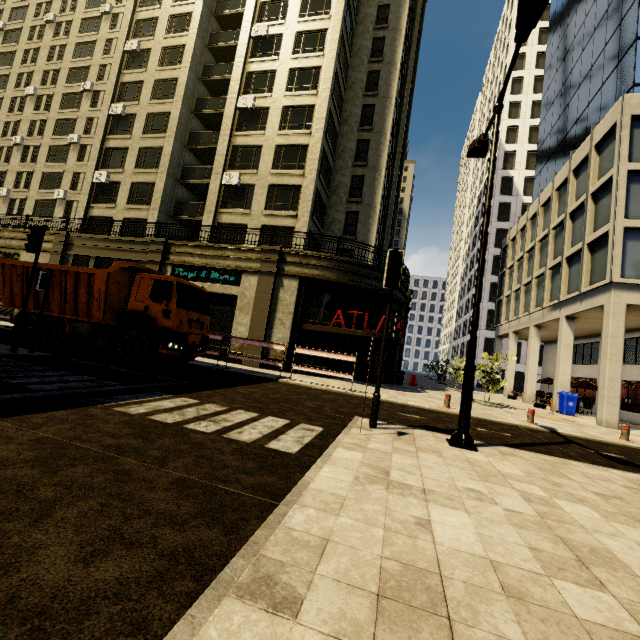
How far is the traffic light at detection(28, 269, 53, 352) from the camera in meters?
10.0

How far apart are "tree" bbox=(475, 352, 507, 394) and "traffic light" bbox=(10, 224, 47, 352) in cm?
2035

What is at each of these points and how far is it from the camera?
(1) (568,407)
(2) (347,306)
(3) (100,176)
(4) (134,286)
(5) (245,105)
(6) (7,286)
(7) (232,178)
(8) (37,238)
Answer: (1) trash bin, 18.7 meters
(2) building, 19.0 meters
(3) air conditioner, 26.2 meters
(4) truck, 11.4 meters
(5) air conditioner, 23.5 meters
(6) truck, 12.4 meters
(7) air conditioner, 23.0 meters
(8) traffic light, 9.7 meters

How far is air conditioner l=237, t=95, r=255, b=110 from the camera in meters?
23.5 m

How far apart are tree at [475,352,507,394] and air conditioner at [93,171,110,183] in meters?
31.3

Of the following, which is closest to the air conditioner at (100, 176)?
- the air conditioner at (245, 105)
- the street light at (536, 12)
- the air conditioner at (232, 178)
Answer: the air conditioner at (232, 178)

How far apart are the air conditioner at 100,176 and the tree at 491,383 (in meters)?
31.35

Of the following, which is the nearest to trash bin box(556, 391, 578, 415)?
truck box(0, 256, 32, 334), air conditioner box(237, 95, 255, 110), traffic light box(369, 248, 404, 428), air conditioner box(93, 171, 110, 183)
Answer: traffic light box(369, 248, 404, 428)
